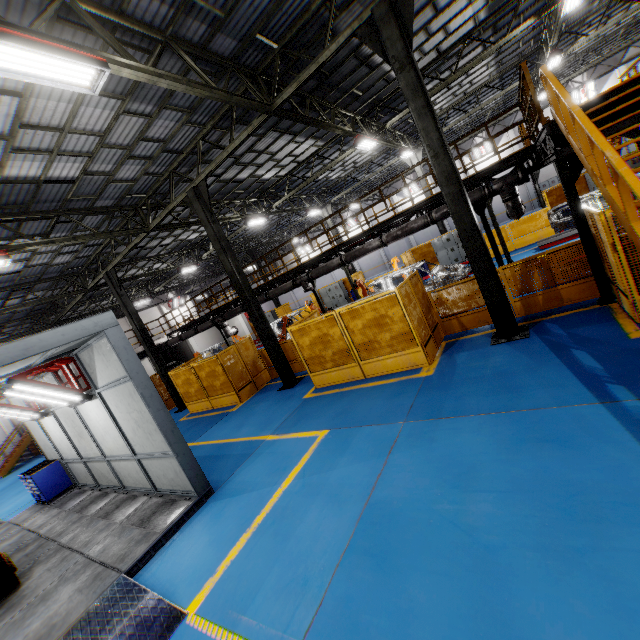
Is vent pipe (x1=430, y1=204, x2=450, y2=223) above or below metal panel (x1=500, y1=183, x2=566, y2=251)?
above

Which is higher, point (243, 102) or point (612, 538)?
point (243, 102)

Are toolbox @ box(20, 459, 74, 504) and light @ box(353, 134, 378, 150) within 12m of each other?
no

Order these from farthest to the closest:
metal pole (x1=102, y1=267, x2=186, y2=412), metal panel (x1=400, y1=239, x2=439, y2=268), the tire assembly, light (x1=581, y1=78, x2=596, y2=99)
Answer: light (x1=581, y1=78, x2=596, y2=99) → metal panel (x1=400, y1=239, x2=439, y2=268) → metal pole (x1=102, y1=267, x2=186, y2=412) → the tire assembly

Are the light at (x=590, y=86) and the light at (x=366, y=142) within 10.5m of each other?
no

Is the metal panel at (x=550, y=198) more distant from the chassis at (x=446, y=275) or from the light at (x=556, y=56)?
the light at (x=556, y=56)

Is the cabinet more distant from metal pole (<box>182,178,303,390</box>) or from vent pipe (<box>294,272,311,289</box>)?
metal pole (<box>182,178,303,390</box>)

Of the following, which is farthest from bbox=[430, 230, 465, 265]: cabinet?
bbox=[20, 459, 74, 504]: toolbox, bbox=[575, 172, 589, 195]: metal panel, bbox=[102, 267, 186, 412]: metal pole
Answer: bbox=[20, 459, 74, 504]: toolbox
